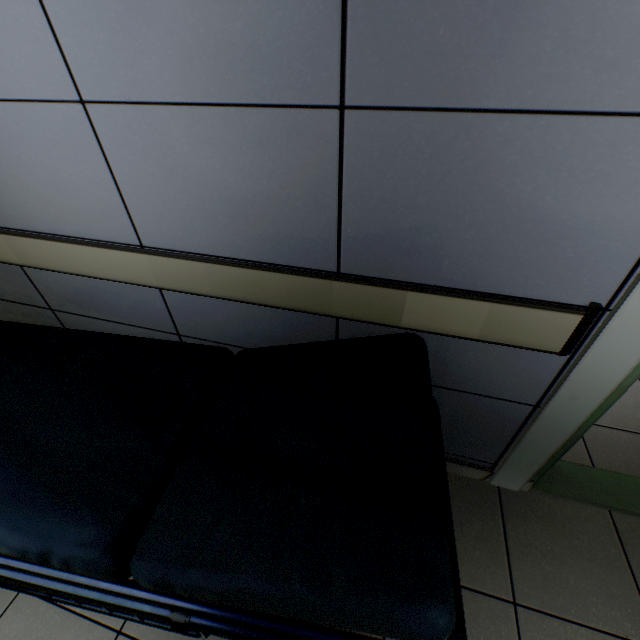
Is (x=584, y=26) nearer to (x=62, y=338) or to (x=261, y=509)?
(x=261, y=509)
